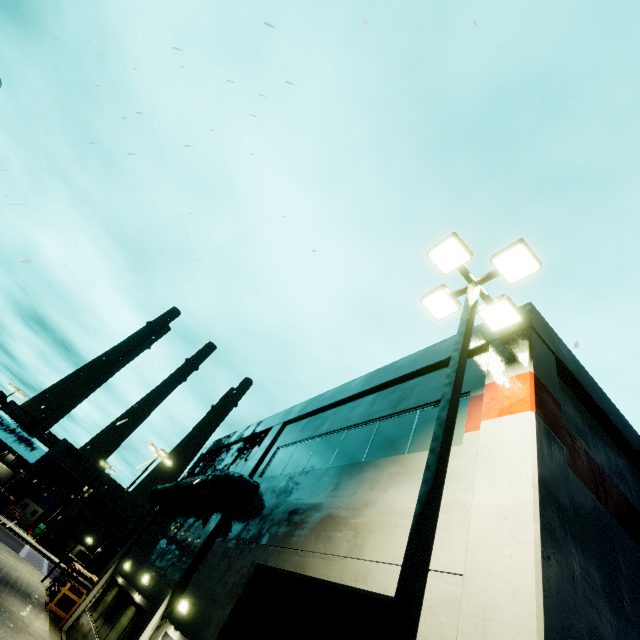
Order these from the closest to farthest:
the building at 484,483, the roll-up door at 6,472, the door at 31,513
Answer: the building at 484,483, the door at 31,513, the roll-up door at 6,472

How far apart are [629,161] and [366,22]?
6.02m

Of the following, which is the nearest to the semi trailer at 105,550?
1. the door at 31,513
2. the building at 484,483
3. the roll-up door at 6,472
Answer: the building at 484,483

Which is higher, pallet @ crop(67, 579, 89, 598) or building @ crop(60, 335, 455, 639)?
building @ crop(60, 335, 455, 639)

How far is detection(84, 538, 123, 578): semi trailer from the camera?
28.74m

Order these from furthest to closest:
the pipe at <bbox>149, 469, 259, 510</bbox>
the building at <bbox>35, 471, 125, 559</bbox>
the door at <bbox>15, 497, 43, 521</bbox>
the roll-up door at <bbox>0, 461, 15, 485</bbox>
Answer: the roll-up door at <bbox>0, 461, 15, 485</bbox> < the door at <bbox>15, 497, 43, 521</bbox> < the building at <bbox>35, 471, 125, 559</bbox> < the pipe at <bbox>149, 469, 259, 510</bbox>

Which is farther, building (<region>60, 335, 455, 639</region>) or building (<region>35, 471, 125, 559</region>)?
building (<region>35, 471, 125, 559</region>)

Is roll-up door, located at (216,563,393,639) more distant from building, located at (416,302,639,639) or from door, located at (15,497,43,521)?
door, located at (15,497,43,521)
